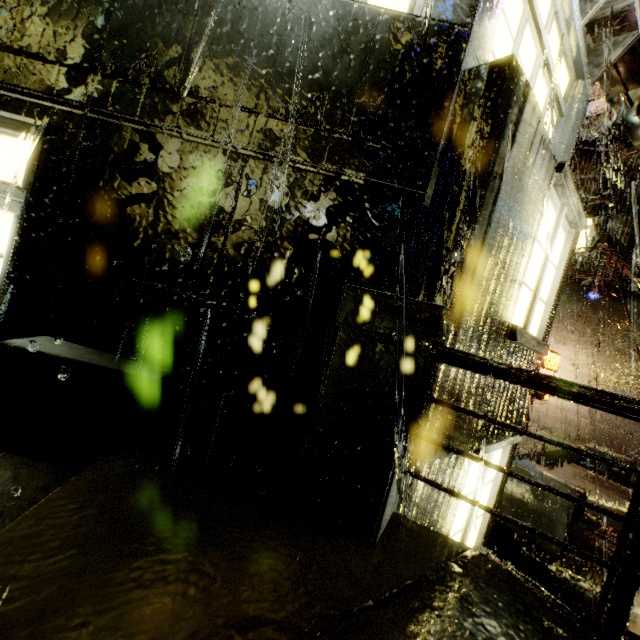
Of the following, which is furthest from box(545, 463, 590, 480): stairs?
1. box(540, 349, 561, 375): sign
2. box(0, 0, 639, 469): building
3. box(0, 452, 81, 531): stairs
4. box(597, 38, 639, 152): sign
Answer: box(0, 452, 81, 531): stairs

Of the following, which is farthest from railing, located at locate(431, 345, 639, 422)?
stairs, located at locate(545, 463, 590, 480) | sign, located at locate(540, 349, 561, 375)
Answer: sign, located at locate(540, 349, 561, 375)

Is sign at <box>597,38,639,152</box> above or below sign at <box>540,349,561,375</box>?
above

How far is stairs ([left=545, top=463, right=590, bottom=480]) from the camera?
9.2m

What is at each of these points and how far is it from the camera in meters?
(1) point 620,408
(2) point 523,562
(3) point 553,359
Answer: (1) railing, 1.7 m
(2) building, 6.9 m
(3) sign, 13.6 m

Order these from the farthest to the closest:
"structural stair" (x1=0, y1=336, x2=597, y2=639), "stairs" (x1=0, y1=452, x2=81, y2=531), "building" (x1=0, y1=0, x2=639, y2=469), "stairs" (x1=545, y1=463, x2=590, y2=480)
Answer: "stairs" (x1=545, y1=463, x2=590, y2=480) < "building" (x1=0, y1=0, x2=639, y2=469) < "stairs" (x1=0, y1=452, x2=81, y2=531) < "structural stair" (x1=0, y1=336, x2=597, y2=639)

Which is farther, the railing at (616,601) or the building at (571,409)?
the building at (571,409)
